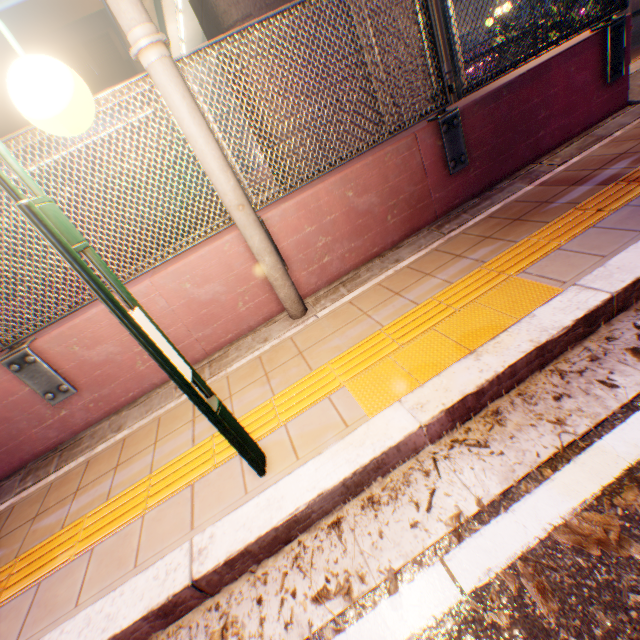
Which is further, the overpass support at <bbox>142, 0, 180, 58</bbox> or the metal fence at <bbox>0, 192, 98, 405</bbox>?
the overpass support at <bbox>142, 0, 180, 58</bbox>

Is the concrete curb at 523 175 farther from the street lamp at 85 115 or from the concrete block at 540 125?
the street lamp at 85 115

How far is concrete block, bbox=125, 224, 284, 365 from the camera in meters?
3.0

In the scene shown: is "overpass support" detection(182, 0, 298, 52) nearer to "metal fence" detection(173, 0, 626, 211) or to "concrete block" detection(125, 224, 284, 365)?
"metal fence" detection(173, 0, 626, 211)

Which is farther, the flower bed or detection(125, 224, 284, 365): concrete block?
the flower bed

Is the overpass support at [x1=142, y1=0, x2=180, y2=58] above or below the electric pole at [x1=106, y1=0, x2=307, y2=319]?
above

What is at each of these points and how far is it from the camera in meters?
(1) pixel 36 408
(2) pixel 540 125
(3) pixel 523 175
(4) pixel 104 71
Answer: (1) concrete block, 3.0 m
(2) concrete block, 3.8 m
(3) concrete curb, 3.7 m
(4) overpass support, 18.6 m

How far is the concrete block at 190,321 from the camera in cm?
302
